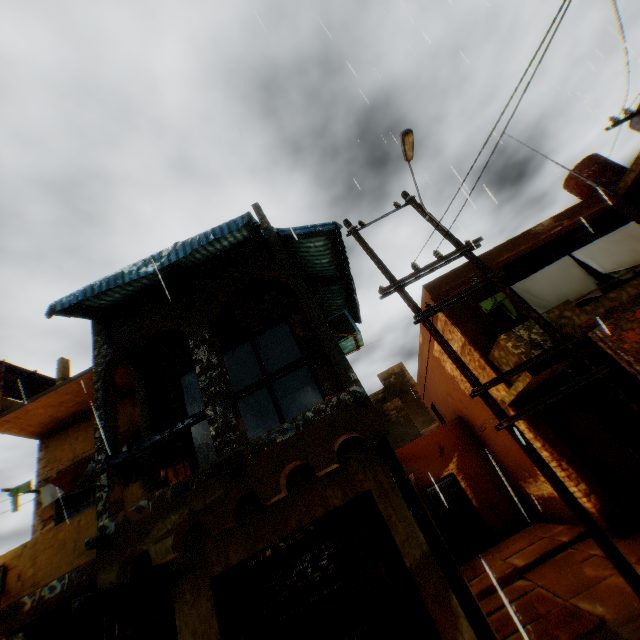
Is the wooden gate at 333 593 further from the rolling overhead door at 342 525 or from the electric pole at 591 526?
the electric pole at 591 526

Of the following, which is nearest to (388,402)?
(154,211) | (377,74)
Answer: (154,211)

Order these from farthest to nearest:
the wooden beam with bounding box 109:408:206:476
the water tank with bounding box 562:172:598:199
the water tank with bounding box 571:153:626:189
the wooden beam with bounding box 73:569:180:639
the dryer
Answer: the water tank with bounding box 562:172:598:199 < the water tank with bounding box 571:153:626:189 < the dryer < the wooden beam with bounding box 109:408:206:476 < the wooden beam with bounding box 73:569:180:639

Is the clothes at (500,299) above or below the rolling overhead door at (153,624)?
above

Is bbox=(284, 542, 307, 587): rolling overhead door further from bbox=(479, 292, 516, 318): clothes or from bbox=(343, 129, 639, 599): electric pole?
bbox=(343, 129, 639, 599): electric pole

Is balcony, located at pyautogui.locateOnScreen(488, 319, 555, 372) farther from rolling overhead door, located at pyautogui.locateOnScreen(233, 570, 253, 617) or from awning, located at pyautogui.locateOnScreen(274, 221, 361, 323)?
awning, located at pyautogui.locateOnScreen(274, 221, 361, 323)

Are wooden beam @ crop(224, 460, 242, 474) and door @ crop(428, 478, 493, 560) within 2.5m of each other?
no

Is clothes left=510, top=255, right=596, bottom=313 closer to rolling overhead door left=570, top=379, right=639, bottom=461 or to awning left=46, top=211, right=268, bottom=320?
rolling overhead door left=570, top=379, right=639, bottom=461
